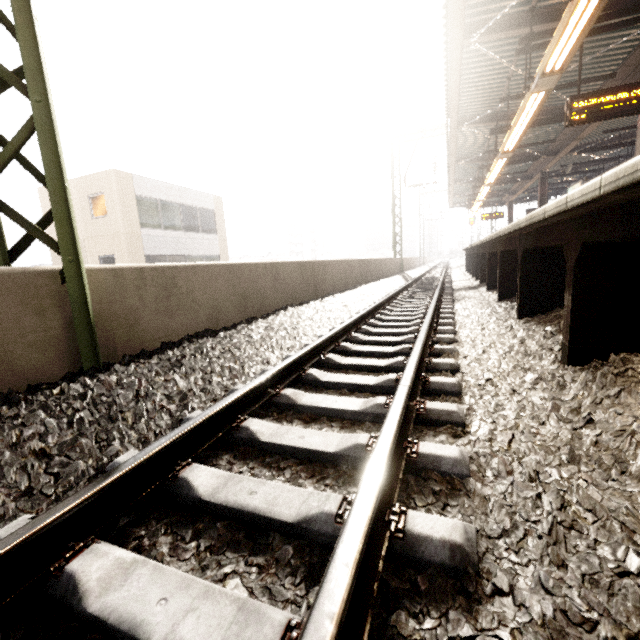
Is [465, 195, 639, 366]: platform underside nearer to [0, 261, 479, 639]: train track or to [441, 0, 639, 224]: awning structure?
[0, 261, 479, 639]: train track

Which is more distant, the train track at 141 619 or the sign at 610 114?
the sign at 610 114

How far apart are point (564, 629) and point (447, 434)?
1.03m

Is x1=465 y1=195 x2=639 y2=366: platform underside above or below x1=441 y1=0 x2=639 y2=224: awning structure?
below

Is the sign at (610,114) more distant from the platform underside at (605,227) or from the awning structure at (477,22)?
the platform underside at (605,227)

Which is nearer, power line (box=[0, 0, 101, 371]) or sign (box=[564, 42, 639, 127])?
power line (box=[0, 0, 101, 371])

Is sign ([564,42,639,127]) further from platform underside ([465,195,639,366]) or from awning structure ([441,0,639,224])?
platform underside ([465,195,639,366])

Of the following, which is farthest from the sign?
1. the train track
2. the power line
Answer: the power line
